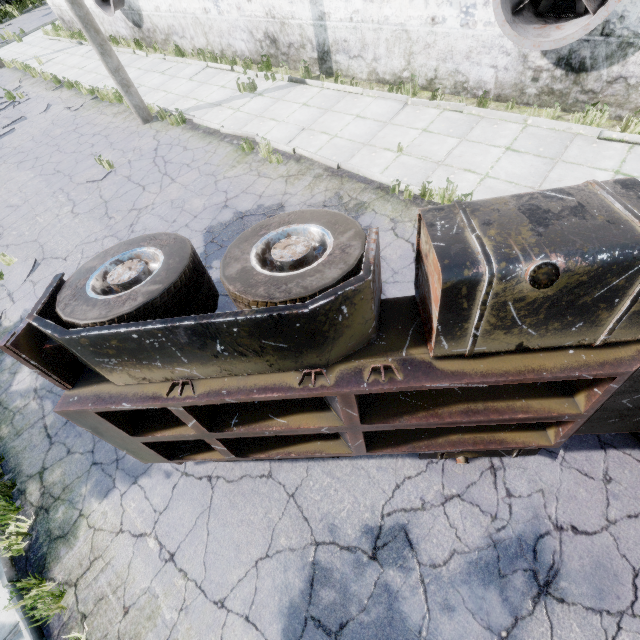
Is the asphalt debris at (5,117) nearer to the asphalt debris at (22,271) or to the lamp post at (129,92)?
the lamp post at (129,92)

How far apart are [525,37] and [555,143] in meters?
2.1

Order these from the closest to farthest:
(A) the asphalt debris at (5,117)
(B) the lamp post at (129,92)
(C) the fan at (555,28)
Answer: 1. (C) the fan at (555,28)
2. (B) the lamp post at (129,92)
3. (A) the asphalt debris at (5,117)

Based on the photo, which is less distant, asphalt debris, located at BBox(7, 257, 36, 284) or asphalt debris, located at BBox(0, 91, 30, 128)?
asphalt debris, located at BBox(7, 257, 36, 284)

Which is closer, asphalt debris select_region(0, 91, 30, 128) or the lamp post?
the lamp post

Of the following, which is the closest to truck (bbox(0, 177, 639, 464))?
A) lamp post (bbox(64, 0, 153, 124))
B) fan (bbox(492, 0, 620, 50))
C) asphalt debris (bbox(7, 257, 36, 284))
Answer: fan (bbox(492, 0, 620, 50))

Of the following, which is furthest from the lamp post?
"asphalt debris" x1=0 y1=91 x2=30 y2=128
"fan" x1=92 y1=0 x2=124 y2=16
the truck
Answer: the truck

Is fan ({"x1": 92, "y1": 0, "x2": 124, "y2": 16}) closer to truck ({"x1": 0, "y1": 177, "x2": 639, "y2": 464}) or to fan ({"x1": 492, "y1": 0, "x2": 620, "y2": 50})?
fan ({"x1": 492, "y1": 0, "x2": 620, "y2": 50})
